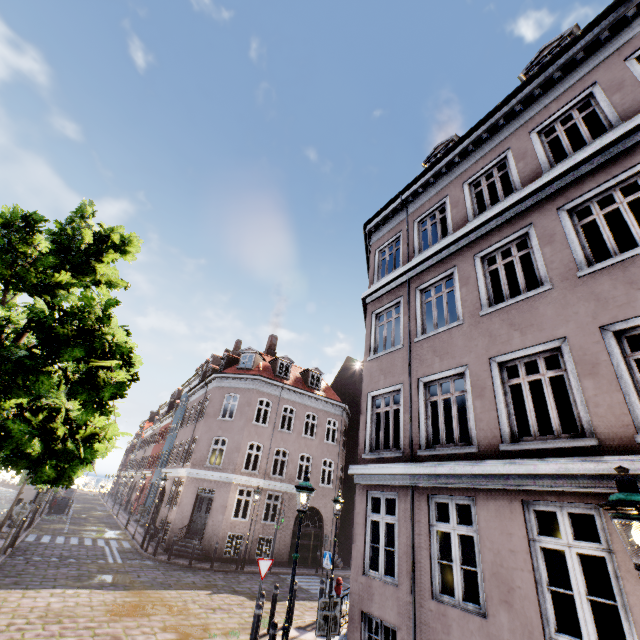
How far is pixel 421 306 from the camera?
9.6m

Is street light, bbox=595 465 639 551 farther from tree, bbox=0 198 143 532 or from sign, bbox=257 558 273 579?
sign, bbox=257 558 273 579

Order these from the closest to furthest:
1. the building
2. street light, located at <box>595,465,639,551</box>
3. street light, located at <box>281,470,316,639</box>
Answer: street light, located at <box>595,465,639,551</box>
the building
street light, located at <box>281,470,316,639</box>

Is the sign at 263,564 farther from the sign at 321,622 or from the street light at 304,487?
the sign at 321,622

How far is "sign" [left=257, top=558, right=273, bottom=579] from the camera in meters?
8.9 m

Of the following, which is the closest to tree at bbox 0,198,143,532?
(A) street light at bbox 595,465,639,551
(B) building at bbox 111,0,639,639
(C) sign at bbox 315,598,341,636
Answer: (A) street light at bbox 595,465,639,551

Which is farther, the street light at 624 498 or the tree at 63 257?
the tree at 63 257

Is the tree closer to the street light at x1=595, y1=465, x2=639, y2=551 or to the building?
the street light at x1=595, y1=465, x2=639, y2=551
